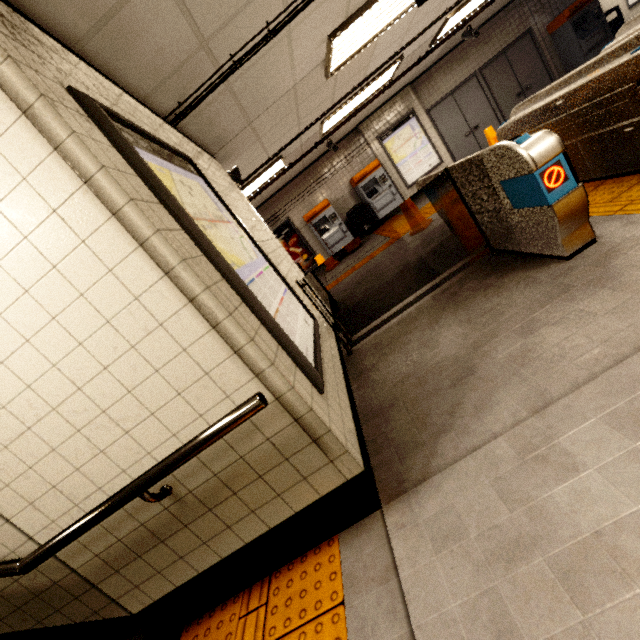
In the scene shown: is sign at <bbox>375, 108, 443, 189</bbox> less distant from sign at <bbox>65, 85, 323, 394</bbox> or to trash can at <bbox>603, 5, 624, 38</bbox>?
trash can at <bbox>603, 5, 624, 38</bbox>

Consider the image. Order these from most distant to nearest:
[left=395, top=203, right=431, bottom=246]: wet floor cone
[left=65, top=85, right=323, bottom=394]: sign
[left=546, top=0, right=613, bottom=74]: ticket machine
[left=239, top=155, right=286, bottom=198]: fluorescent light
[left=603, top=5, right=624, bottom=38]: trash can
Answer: [left=603, top=5, right=624, bottom=38]: trash can, [left=546, top=0, right=613, bottom=74]: ticket machine, [left=239, top=155, right=286, bottom=198]: fluorescent light, [left=395, top=203, right=431, bottom=246]: wet floor cone, [left=65, top=85, right=323, bottom=394]: sign

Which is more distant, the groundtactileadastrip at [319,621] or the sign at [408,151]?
the sign at [408,151]

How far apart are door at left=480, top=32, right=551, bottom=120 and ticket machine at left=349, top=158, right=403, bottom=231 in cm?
384

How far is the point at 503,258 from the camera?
3.3 meters

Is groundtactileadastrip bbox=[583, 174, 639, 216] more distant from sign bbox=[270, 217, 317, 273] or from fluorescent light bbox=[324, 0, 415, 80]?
fluorescent light bbox=[324, 0, 415, 80]

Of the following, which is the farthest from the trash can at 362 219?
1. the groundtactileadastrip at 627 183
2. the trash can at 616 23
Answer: the trash can at 616 23

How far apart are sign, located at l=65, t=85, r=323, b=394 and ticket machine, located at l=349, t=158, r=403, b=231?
7.49m
